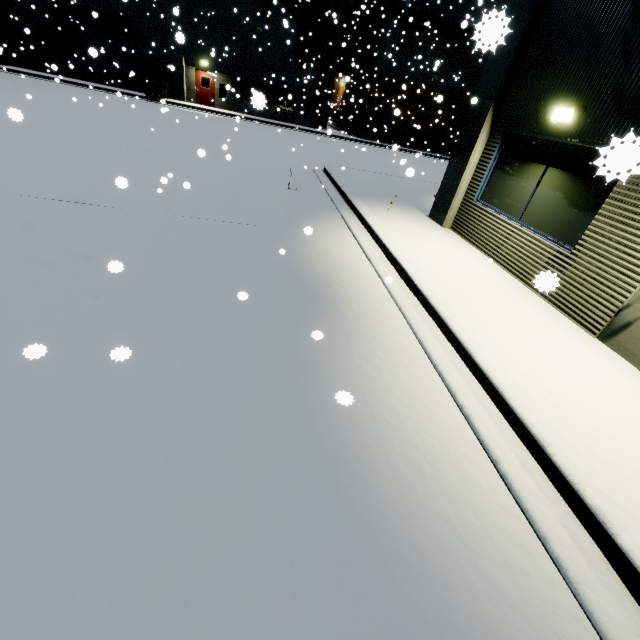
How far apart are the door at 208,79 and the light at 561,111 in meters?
28.2

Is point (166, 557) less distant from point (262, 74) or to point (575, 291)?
point (575, 291)

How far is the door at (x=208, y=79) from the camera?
25.4 meters

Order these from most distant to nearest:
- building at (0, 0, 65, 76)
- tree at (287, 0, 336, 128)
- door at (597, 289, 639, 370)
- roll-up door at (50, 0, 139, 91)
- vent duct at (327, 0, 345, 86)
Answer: vent duct at (327, 0, 345, 86) < tree at (287, 0, 336, 128) < roll-up door at (50, 0, 139, 91) < building at (0, 0, 65, 76) < door at (597, 289, 639, 370)

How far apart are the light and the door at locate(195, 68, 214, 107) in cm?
2818

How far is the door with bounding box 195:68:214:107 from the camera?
25.4m

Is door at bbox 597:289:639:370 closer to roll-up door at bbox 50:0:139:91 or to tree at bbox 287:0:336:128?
tree at bbox 287:0:336:128

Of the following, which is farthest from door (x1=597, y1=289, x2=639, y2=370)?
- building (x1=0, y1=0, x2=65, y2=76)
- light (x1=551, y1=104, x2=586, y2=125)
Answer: light (x1=551, y1=104, x2=586, y2=125)
